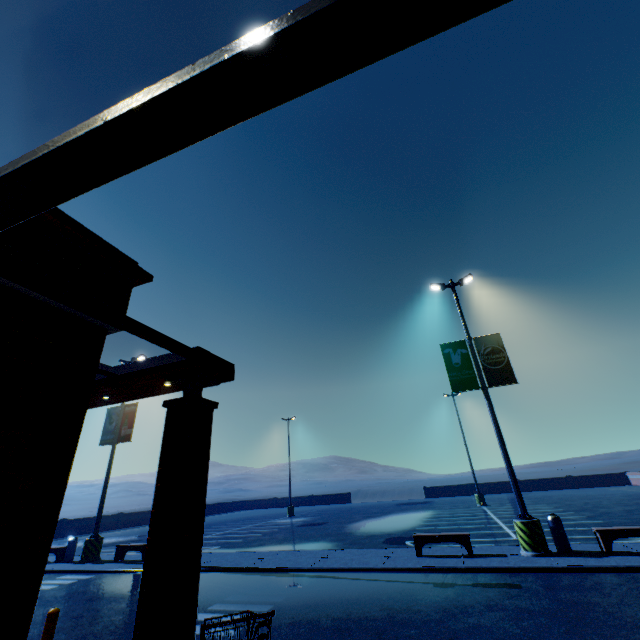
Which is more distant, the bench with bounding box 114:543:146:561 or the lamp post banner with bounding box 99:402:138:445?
the lamp post banner with bounding box 99:402:138:445

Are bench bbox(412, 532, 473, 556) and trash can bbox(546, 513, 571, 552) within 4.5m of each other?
yes

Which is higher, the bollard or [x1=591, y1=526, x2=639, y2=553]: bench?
the bollard

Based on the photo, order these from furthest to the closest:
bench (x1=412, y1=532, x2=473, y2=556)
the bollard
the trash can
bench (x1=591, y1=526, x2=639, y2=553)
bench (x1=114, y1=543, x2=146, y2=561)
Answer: bench (x1=114, y1=543, x2=146, y2=561), bench (x1=412, y1=532, x2=473, y2=556), the trash can, bench (x1=591, y1=526, x2=639, y2=553), the bollard

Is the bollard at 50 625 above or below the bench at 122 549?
above

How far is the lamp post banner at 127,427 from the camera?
17.1m

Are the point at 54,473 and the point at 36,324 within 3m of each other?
yes

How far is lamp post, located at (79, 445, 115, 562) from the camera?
14.56m
